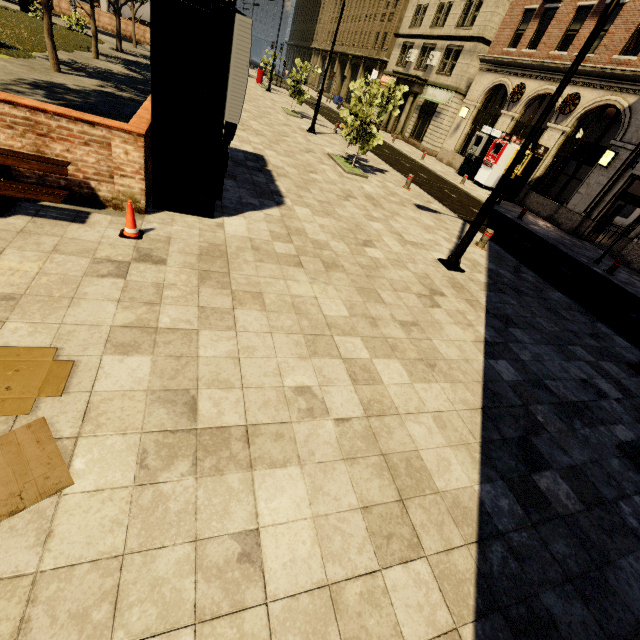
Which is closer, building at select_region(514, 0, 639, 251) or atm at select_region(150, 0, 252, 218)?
atm at select_region(150, 0, 252, 218)

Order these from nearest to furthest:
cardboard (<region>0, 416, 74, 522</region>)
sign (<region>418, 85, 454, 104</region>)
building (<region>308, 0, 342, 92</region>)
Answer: → cardboard (<region>0, 416, 74, 522</region>) → sign (<region>418, 85, 454, 104</region>) → building (<region>308, 0, 342, 92</region>)

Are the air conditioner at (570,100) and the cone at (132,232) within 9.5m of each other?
no

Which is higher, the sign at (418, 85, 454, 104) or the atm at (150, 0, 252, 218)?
the sign at (418, 85, 454, 104)

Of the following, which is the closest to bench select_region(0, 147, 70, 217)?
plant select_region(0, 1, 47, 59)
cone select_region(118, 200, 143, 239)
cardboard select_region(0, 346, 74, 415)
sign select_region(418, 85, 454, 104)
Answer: cone select_region(118, 200, 143, 239)

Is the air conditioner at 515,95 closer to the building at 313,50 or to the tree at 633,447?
the building at 313,50

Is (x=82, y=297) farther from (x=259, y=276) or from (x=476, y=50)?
(x=476, y=50)

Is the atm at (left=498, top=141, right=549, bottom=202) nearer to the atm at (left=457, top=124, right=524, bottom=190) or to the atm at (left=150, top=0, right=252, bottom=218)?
the atm at (left=457, top=124, right=524, bottom=190)
